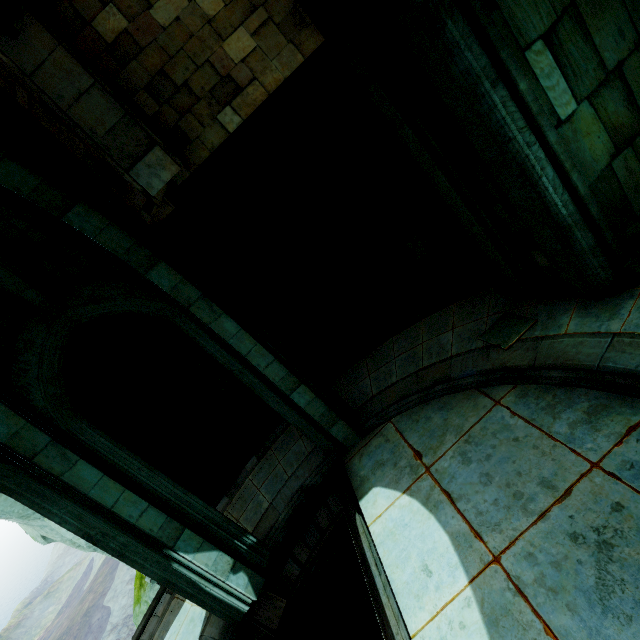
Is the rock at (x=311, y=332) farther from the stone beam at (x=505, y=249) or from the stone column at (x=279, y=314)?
the stone beam at (x=505, y=249)

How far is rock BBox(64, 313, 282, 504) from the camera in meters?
7.6 m

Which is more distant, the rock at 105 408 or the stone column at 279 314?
the stone column at 279 314

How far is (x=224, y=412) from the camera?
10.2 meters

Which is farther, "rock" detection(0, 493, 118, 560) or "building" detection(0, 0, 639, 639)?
"rock" detection(0, 493, 118, 560)

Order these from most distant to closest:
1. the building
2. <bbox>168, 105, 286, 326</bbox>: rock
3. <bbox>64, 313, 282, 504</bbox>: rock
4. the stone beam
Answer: <bbox>64, 313, 282, 504</bbox>: rock < <bbox>168, 105, 286, 326</bbox>: rock < the stone beam < the building

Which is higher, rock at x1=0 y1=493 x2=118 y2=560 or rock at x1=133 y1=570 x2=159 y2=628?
rock at x1=0 y1=493 x2=118 y2=560
